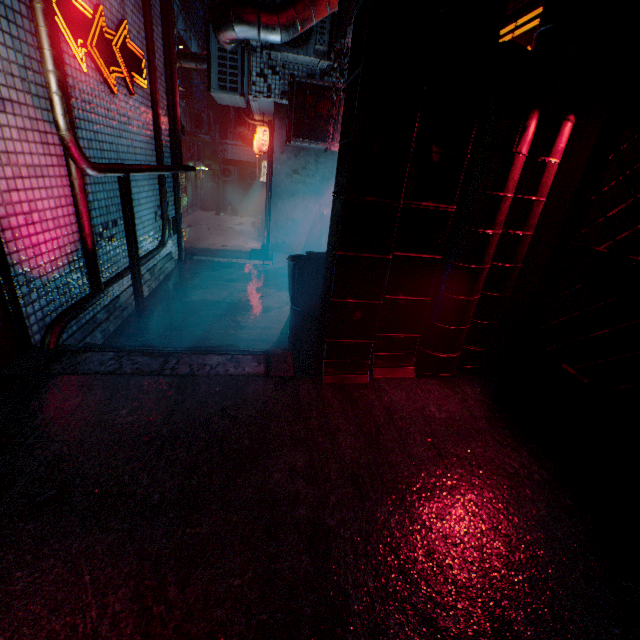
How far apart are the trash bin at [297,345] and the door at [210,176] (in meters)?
19.87

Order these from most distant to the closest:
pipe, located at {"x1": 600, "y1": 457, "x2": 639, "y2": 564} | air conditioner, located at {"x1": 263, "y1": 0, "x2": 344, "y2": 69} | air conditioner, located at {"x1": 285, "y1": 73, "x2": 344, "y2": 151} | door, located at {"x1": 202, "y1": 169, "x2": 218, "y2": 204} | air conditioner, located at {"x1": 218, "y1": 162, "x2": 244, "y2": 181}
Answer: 1. door, located at {"x1": 202, "y1": 169, "x2": 218, "y2": 204}
2. air conditioner, located at {"x1": 218, "y1": 162, "x2": 244, "y2": 181}
3. air conditioner, located at {"x1": 285, "y1": 73, "x2": 344, "y2": 151}
4. air conditioner, located at {"x1": 263, "y1": 0, "x2": 344, "y2": 69}
5. pipe, located at {"x1": 600, "y1": 457, "x2": 639, "y2": 564}

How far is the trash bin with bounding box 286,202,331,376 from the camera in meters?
2.1 m

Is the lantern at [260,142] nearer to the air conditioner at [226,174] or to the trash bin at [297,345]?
the trash bin at [297,345]

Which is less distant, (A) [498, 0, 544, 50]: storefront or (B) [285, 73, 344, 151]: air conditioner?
(A) [498, 0, 544, 50]: storefront

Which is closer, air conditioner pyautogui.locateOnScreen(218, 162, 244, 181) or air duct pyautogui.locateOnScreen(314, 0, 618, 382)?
air duct pyautogui.locateOnScreen(314, 0, 618, 382)

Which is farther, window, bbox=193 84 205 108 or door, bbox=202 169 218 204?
door, bbox=202 169 218 204

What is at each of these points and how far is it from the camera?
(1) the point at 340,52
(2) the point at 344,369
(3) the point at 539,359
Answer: (1) ivy plant, 3.2 meters
(2) air duct, 2.0 meters
(3) fence, 1.7 meters
